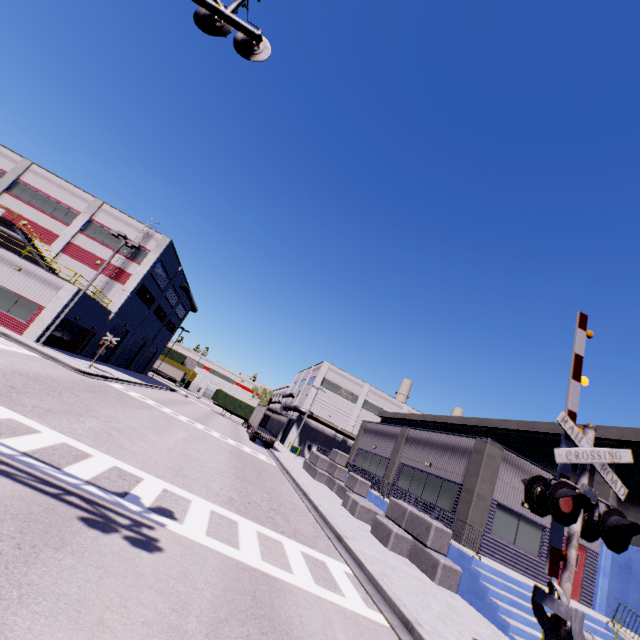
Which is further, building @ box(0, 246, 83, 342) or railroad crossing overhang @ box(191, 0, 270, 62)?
building @ box(0, 246, 83, 342)

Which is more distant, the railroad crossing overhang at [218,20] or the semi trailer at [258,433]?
the semi trailer at [258,433]

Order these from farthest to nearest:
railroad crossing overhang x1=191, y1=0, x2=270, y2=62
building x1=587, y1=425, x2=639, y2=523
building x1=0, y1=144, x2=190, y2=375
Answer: building x1=0, y1=144, x2=190, y2=375 → building x1=587, y1=425, x2=639, y2=523 → railroad crossing overhang x1=191, y1=0, x2=270, y2=62

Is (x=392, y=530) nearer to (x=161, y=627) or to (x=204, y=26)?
(x=161, y=627)

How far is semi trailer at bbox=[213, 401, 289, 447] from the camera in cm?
3462

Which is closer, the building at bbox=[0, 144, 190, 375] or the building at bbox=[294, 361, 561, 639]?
the building at bbox=[294, 361, 561, 639]

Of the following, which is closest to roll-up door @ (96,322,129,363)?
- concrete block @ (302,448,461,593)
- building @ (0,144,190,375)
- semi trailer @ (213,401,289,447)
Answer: building @ (0,144,190,375)

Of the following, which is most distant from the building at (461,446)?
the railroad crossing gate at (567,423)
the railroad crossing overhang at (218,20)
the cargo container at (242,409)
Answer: the railroad crossing overhang at (218,20)
